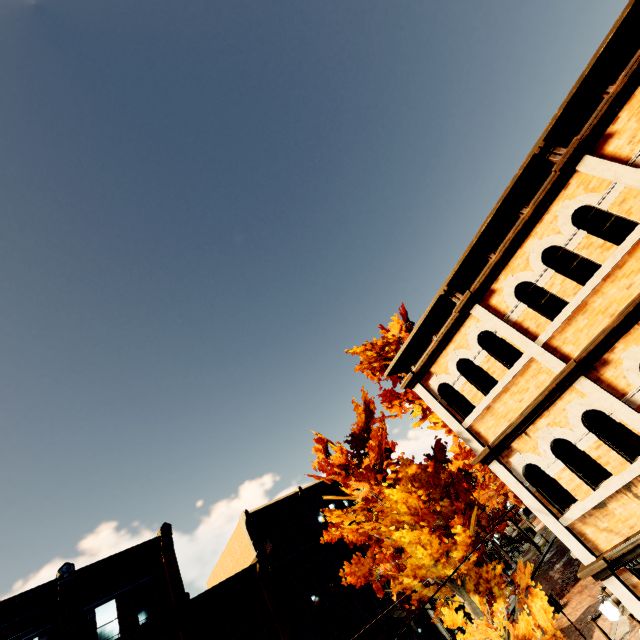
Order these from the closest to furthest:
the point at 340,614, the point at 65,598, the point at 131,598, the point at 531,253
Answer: the point at 531,253 < the point at 65,598 < the point at 131,598 < the point at 340,614

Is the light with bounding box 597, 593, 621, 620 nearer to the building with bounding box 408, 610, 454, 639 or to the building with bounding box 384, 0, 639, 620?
the building with bounding box 384, 0, 639, 620

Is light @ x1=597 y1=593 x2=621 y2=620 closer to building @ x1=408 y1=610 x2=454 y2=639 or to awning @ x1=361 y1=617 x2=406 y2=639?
Result: awning @ x1=361 y1=617 x2=406 y2=639

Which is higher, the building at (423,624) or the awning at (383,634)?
the awning at (383,634)

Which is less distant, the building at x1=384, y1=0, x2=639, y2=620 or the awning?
the building at x1=384, y1=0, x2=639, y2=620

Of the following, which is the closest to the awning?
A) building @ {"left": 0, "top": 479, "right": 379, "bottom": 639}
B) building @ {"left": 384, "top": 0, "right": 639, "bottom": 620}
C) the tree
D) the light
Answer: building @ {"left": 0, "top": 479, "right": 379, "bottom": 639}

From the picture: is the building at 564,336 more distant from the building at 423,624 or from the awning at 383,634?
the building at 423,624

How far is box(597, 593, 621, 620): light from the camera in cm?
665
